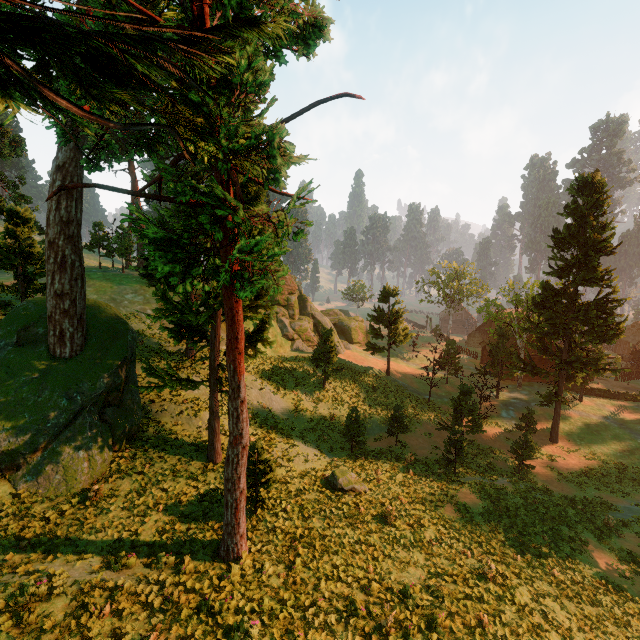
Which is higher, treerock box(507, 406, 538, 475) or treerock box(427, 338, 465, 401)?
treerock box(427, 338, 465, 401)

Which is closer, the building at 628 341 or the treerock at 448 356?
the treerock at 448 356

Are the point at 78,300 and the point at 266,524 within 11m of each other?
no

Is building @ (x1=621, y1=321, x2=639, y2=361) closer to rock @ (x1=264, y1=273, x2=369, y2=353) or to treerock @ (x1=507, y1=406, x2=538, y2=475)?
treerock @ (x1=507, y1=406, x2=538, y2=475)

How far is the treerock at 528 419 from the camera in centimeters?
2505cm
